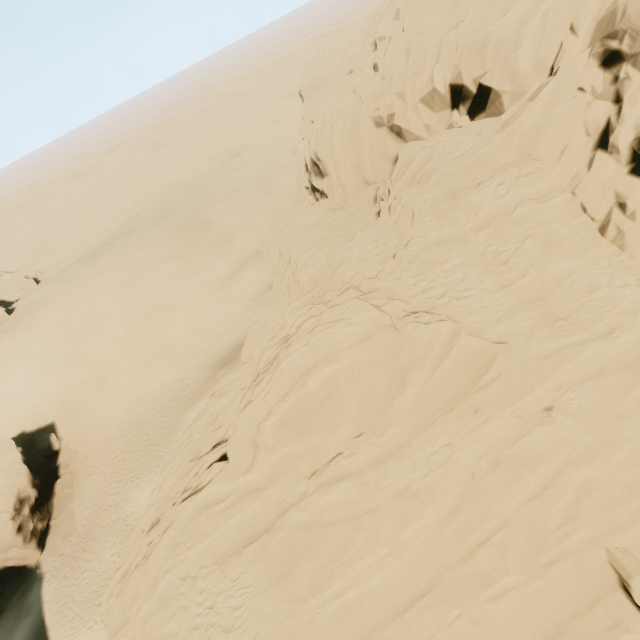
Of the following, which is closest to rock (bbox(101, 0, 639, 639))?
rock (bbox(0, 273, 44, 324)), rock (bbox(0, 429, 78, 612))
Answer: rock (bbox(0, 429, 78, 612))

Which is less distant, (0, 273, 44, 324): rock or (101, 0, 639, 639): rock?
(101, 0, 639, 639): rock

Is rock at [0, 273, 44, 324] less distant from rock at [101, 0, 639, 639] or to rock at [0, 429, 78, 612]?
rock at [101, 0, 639, 639]

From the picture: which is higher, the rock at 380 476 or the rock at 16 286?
the rock at 380 476

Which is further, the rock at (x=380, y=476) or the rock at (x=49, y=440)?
the rock at (x=49, y=440)

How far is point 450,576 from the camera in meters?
11.5
